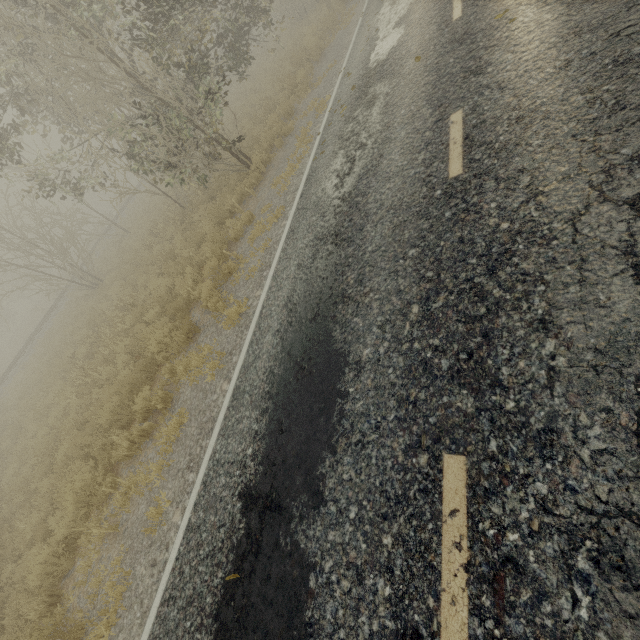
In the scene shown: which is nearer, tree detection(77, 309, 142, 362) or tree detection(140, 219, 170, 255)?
tree detection(77, 309, 142, 362)

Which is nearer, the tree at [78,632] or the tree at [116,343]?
the tree at [78,632]

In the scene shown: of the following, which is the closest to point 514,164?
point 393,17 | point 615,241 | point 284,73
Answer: point 615,241

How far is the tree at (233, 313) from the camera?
6.53m

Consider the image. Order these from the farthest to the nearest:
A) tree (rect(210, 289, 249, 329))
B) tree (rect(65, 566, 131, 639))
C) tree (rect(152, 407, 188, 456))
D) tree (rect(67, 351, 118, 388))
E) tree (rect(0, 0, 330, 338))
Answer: tree (rect(67, 351, 118, 388)), tree (rect(0, 0, 330, 338)), tree (rect(210, 289, 249, 329)), tree (rect(152, 407, 188, 456)), tree (rect(65, 566, 131, 639))

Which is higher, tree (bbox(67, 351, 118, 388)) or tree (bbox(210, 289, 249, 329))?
tree (bbox(67, 351, 118, 388))

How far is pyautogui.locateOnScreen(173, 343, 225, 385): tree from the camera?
6.1m
